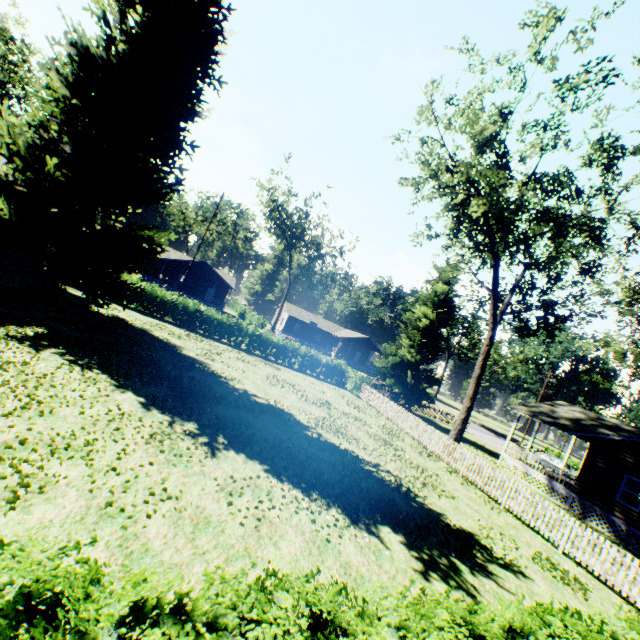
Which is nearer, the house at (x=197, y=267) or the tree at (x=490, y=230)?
the tree at (x=490, y=230)

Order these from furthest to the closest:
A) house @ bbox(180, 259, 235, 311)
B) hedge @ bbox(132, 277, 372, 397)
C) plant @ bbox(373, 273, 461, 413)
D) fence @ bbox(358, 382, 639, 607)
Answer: house @ bbox(180, 259, 235, 311), plant @ bbox(373, 273, 461, 413), hedge @ bbox(132, 277, 372, 397), fence @ bbox(358, 382, 639, 607)

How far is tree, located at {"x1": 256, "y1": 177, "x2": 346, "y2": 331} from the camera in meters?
41.6

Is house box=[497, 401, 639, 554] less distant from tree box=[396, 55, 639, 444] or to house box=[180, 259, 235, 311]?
tree box=[396, 55, 639, 444]

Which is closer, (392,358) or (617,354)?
(392,358)

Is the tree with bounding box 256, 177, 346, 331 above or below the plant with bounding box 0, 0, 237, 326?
above

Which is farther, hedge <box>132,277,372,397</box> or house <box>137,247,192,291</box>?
house <box>137,247,192,291</box>

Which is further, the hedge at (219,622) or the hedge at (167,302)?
the hedge at (167,302)
